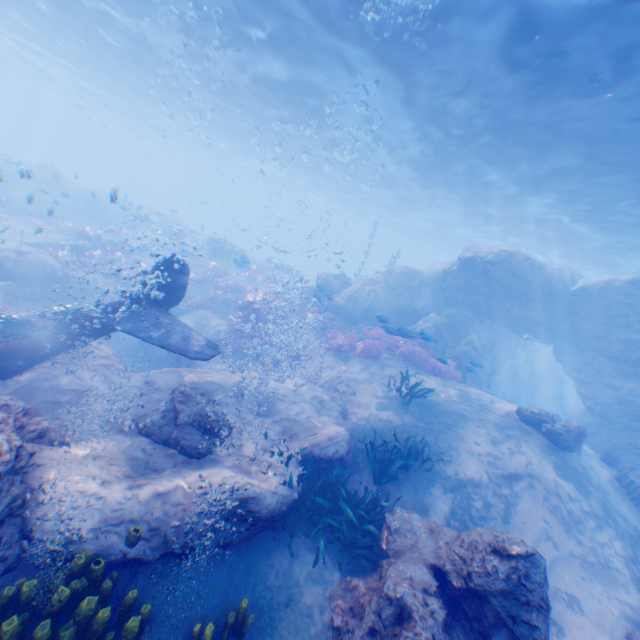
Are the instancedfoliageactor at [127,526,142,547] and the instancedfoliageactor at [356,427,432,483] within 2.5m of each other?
no

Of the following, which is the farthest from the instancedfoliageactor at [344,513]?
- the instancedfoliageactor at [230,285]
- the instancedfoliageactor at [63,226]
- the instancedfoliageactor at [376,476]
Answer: the instancedfoliageactor at [63,226]

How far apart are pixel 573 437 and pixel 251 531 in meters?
10.8

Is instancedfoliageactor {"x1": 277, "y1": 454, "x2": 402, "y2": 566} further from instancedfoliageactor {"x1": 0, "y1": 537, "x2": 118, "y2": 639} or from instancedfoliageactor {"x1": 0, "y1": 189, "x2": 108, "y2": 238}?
instancedfoliageactor {"x1": 0, "y1": 189, "x2": 108, "y2": 238}

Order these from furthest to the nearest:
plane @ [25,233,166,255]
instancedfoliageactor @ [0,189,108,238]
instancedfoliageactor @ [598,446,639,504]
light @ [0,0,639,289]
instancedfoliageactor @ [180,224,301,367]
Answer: instancedfoliageactor @ [0,189,108,238] < plane @ [25,233,166,255] < instancedfoliageactor @ [180,224,301,367] < instancedfoliageactor @ [598,446,639,504] < light @ [0,0,639,289]

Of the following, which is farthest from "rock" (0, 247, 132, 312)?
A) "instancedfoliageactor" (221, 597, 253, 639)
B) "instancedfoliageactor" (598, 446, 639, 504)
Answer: "instancedfoliageactor" (221, 597, 253, 639)

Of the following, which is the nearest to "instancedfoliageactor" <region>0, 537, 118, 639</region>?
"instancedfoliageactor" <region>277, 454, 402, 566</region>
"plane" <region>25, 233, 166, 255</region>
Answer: "plane" <region>25, 233, 166, 255</region>

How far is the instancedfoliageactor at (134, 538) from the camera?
4.39m
